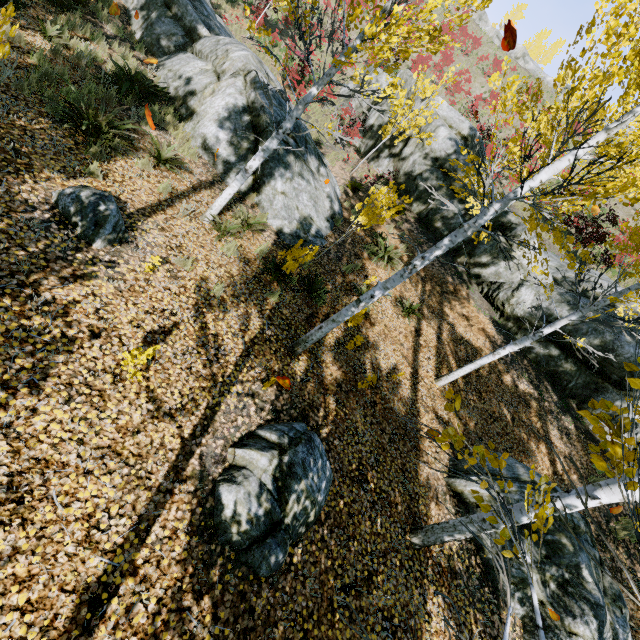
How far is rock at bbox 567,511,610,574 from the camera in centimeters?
605cm

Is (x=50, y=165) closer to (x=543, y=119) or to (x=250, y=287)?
(x=250, y=287)

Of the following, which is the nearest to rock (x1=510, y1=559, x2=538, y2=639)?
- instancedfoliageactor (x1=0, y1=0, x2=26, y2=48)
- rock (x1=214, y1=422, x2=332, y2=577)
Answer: instancedfoliageactor (x1=0, y1=0, x2=26, y2=48)

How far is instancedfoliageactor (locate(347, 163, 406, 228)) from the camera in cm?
747

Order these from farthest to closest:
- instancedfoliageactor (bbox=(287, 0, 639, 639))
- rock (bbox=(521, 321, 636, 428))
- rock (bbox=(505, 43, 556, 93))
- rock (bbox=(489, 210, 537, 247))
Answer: rock (bbox=(505, 43, 556, 93)) → rock (bbox=(489, 210, 537, 247)) → rock (bbox=(521, 321, 636, 428)) → instancedfoliageactor (bbox=(287, 0, 639, 639))

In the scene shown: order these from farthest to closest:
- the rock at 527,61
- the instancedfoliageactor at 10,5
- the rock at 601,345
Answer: the rock at 527,61, the rock at 601,345, the instancedfoliageactor at 10,5

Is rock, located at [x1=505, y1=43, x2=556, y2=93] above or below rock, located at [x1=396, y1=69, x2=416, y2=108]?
above

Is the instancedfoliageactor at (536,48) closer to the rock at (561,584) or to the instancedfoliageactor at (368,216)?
the instancedfoliageactor at (368,216)
